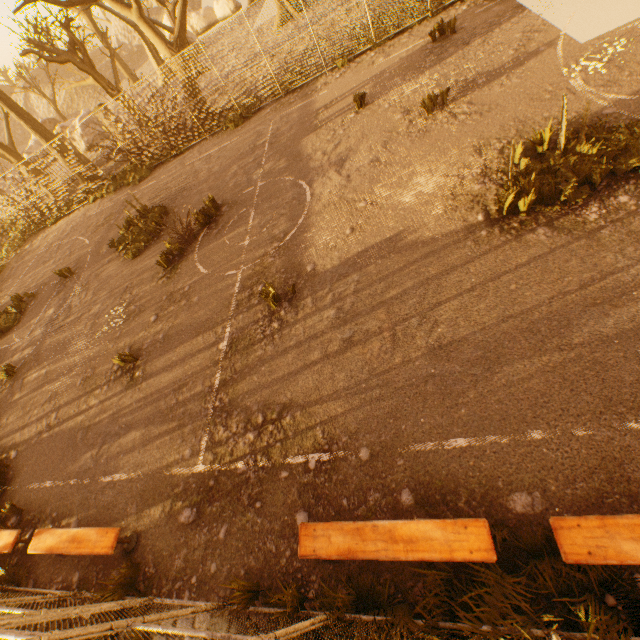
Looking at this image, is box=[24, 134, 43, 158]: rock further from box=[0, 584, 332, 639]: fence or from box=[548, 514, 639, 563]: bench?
box=[548, 514, 639, 563]: bench

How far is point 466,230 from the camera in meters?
5.6

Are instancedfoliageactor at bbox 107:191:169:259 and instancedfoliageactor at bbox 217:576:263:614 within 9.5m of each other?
no

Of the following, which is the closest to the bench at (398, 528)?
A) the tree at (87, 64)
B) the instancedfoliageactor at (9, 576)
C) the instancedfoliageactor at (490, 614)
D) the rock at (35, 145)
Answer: the instancedfoliageactor at (490, 614)

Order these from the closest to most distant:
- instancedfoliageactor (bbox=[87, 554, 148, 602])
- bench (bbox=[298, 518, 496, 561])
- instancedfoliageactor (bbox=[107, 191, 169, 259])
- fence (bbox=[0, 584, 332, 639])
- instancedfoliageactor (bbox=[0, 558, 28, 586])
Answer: fence (bbox=[0, 584, 332, 639])
bench (bbox=[298, 518, 496, 561])
instancedfoliageactor (bbox=[87, 554, 148, 602])
instancedfoliageactor (bbox=[0, 558, 28, 586])
instancedfoliageactor (bbox=[107, 191, 169, 259])

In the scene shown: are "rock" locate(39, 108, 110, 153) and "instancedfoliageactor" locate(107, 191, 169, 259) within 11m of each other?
no

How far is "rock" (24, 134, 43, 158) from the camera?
33.00m

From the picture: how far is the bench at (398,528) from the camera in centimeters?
297cm
